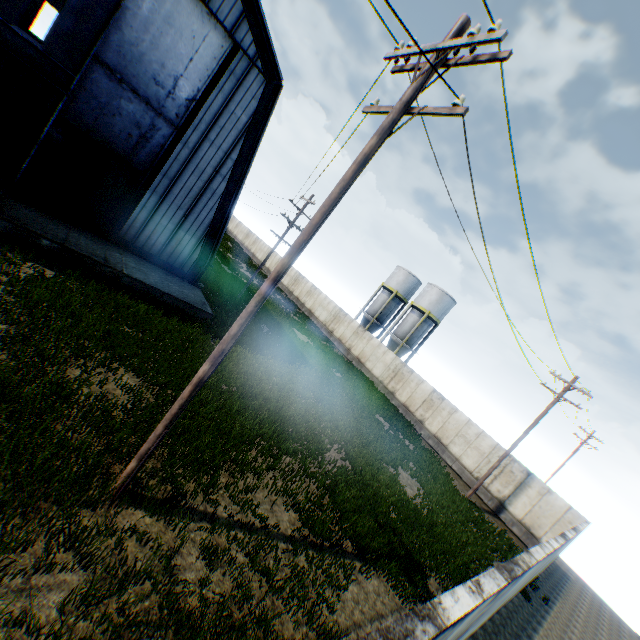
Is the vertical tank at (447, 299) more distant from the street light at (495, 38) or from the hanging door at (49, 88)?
the street light at (495, 38)

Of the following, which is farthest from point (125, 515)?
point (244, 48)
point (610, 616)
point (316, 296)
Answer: point (316, 296)

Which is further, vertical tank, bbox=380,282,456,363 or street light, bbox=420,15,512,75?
vertical tank, bbox=380,282,456,363

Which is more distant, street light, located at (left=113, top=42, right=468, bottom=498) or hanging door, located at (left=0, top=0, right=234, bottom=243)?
hanging door, located at (left=0, top=0, right=234, bottom=243)

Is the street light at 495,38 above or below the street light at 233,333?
above

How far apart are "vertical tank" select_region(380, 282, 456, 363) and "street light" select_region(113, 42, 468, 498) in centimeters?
3330cm

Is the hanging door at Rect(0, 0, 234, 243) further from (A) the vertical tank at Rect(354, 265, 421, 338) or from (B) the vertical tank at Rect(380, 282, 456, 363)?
(A) the vertical tank at Rect(354, 265, 421, 338)

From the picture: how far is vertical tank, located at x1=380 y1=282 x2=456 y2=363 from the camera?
37.3 meters
